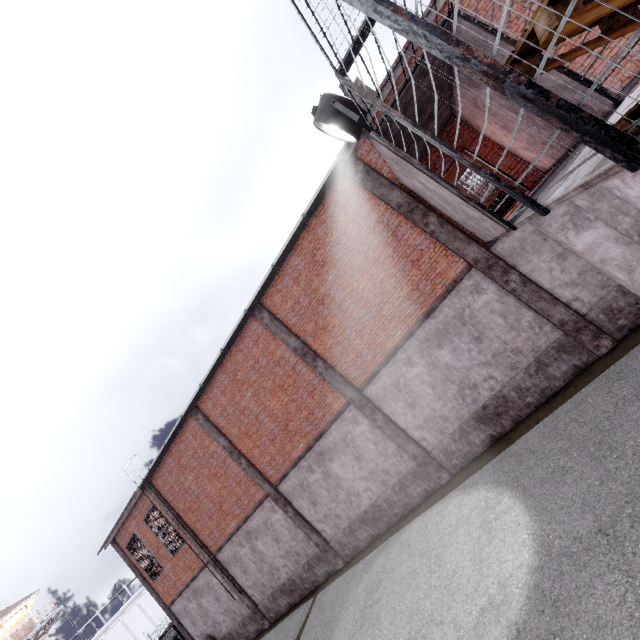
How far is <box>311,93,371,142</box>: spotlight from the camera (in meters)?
5.94

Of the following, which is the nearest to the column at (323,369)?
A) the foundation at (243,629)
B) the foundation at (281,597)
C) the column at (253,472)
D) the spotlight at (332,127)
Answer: the column at (253,472)

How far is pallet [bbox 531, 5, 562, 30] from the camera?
1.5m

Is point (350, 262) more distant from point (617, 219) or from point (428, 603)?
point (428, 603)

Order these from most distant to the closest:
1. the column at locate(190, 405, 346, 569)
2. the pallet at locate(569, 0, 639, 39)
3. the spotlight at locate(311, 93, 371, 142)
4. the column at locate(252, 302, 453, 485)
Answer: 1. the column at locate(190, 405, 346, 569)
2. the column at locate(252, 302, 453, 485)
3. the spotlight at locate(311, 93, 371, 142)
4. the pallet at locate(569, 0, 639, 39)

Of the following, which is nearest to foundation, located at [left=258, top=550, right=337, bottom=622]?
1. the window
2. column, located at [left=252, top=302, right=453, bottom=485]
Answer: column, located at [left=252, top=302, right=453, bottom=485]

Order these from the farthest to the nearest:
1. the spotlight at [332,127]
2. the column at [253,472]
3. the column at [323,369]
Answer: the column at [253,472], the column at [323,369], the spotlight at [332,127]

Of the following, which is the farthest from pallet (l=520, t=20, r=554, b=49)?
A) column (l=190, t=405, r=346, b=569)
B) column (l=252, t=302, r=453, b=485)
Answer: column (l=190, t=405, r=346, b=569)
